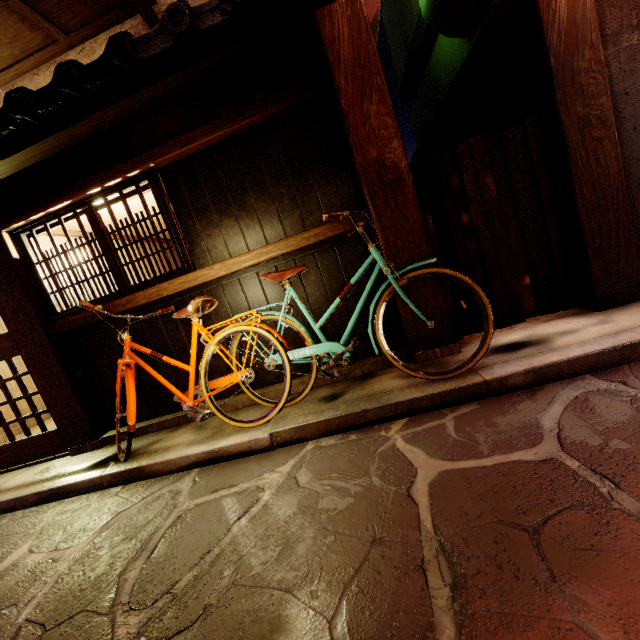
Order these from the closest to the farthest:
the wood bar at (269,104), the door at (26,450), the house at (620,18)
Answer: the house at (620,18) < the wood bar at (269,104) < the door at (26,450)

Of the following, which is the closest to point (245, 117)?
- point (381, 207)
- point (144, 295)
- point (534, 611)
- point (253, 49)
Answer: point (253, 49)

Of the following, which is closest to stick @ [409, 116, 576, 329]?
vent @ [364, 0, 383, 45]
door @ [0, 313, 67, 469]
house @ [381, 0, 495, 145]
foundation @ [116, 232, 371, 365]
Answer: foundation @ [116, 232, 371, 365]

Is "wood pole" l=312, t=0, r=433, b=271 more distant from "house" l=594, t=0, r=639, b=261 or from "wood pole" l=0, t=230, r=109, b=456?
"wood pole" l=0, t=230, r=109, b=456

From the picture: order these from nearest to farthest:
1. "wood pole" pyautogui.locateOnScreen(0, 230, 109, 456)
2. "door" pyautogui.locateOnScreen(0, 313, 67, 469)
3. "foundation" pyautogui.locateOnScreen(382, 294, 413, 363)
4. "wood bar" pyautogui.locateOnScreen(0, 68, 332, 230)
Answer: "wood bar" pyautogui.locateOnScreen(0, 68, 332, 230) → "foundation" pyautogui.locateOnScreen(382, 294, 413, 363) → "wood pole" pyautogui.locateOnScreen(0, 230, 109, 456) → "door" pyautogui.locateOnScreen(0, 313, 67, 469)

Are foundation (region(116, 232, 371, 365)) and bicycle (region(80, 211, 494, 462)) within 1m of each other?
yes

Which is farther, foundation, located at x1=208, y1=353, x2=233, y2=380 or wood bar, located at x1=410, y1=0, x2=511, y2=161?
foundation, located at x1=208, y1=353, x2=233, y2=380

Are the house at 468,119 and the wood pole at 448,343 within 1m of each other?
no
